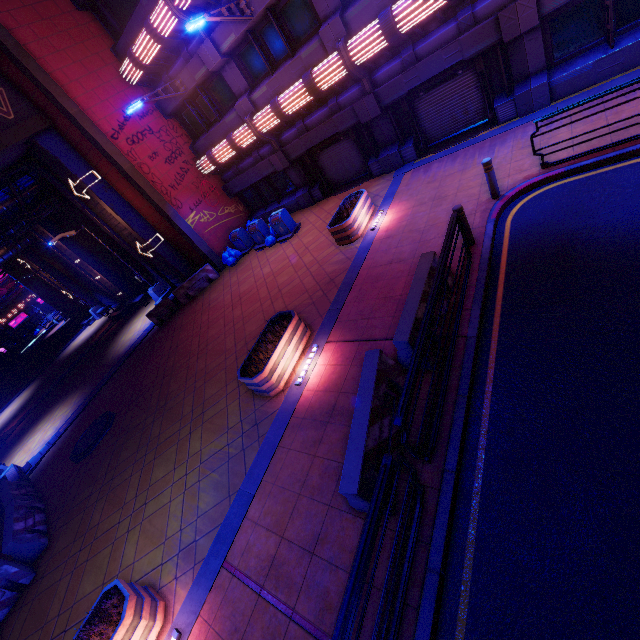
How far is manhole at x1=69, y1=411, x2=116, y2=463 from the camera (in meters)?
11.73

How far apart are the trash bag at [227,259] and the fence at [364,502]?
12.7 meters

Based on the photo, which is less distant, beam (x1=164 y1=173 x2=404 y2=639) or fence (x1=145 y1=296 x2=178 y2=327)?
beam (x1=164 y1=173 x2=404 y2=639)

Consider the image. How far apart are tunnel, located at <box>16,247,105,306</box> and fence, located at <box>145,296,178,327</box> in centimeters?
1699cm

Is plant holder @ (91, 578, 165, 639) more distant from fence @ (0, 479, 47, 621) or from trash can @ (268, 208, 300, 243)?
trash can @ (268, 208, 300, 243)

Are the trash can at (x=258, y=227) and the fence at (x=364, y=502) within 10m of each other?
no

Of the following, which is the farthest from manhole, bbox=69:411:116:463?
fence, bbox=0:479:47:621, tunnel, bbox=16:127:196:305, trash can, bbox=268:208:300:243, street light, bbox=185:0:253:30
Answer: street light, bbox=185:0:253:30

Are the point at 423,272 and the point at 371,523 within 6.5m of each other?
yes
